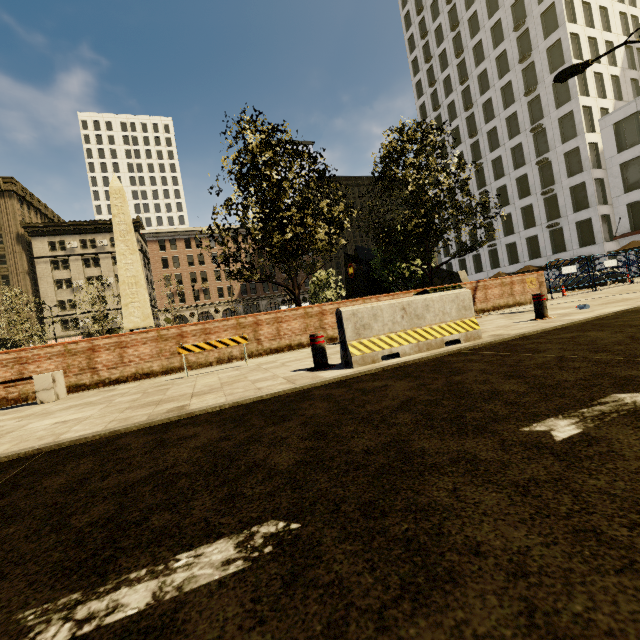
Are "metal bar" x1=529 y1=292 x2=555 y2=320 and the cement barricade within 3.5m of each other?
yes

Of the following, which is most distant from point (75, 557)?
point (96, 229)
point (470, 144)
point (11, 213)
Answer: point (11, 213)

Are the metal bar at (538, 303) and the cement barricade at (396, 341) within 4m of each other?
yes

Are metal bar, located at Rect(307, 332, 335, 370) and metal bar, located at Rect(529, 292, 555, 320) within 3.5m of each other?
no

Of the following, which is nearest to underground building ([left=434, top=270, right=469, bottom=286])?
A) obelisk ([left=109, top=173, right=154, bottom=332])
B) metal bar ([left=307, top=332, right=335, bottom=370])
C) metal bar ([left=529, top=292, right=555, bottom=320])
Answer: obelisk ([left=109, top=173, right=154, bottom=332])

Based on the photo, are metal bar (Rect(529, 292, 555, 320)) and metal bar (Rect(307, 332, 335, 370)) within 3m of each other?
no

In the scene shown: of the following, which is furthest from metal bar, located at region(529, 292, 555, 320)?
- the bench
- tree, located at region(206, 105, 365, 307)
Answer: the bench

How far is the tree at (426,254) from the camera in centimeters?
1196cm
